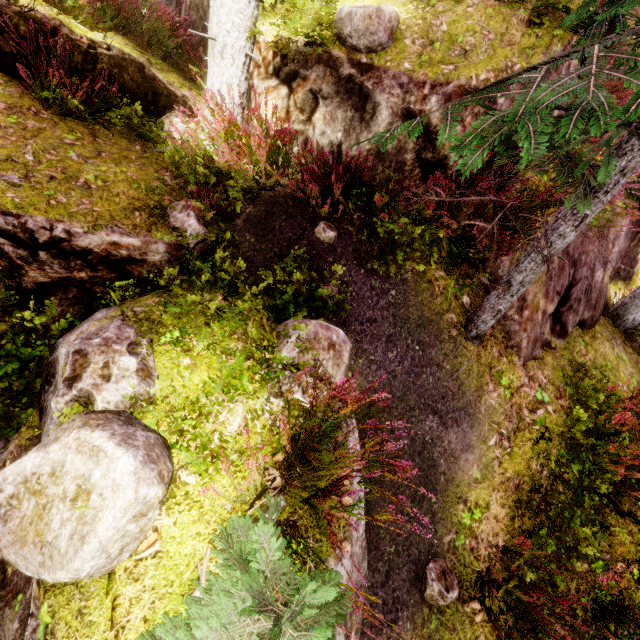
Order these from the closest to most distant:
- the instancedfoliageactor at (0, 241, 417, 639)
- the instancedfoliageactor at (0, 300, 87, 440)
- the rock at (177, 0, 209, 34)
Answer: the instancedfoliageactor at (0, 241, 417, 639)
the instancedfoliageactor at (0, 300, 87, 440)
the rock at (177, 0, 209, 34)

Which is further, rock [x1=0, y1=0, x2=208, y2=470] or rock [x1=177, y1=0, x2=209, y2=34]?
rock [x1=177, y1=0, x2=209, y2=34]

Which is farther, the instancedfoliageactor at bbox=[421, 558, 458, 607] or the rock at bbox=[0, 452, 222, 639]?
the instancedfoliageactor at bbox=[421, 558, 458, 607]

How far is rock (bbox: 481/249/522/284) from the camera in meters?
4.7

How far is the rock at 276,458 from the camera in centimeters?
262cm

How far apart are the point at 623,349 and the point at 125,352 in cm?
839
